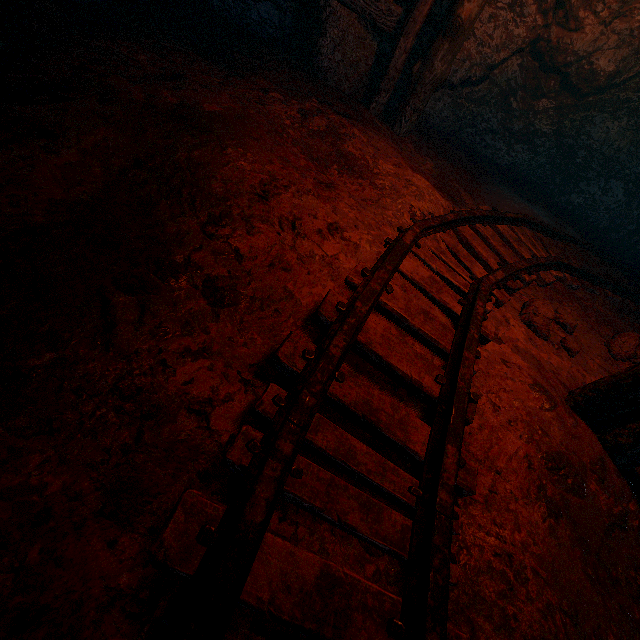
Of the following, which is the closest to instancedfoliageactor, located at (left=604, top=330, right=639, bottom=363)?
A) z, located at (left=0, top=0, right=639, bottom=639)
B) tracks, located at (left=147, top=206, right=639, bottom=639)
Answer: z, located at (left=0, top=0, right=639, bottom=639)

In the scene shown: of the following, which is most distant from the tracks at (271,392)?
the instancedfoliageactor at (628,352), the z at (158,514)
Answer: the instancedfoliageactor at (628,352)

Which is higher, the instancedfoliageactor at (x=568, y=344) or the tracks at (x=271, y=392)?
the tracks at (x=271, y=392)

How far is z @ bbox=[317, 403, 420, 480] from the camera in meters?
1.6 m

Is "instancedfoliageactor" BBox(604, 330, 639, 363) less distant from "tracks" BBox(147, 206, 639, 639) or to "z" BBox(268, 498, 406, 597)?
"z" BBox(268, 498, 406, 597)

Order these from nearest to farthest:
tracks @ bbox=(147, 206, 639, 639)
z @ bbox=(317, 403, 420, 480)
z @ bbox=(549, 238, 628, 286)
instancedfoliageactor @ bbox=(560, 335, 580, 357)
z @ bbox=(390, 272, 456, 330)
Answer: tracks @ bbox=(147, 206, 639, 639) → z @ bbox=(317, 403, 420, 480) → z @ bbox=(390, 272, 456, 330) → instancedfoliageactor @ bbox=(560, 335, 580, 357) → z @ bbox=(549, 238, 628, 286)

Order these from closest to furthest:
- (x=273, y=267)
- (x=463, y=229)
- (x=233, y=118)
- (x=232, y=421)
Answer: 1. (x=232, y=421)
2. (x=273, y=267)
3. (x=233, y=118)
4. (x=463, y=229)
